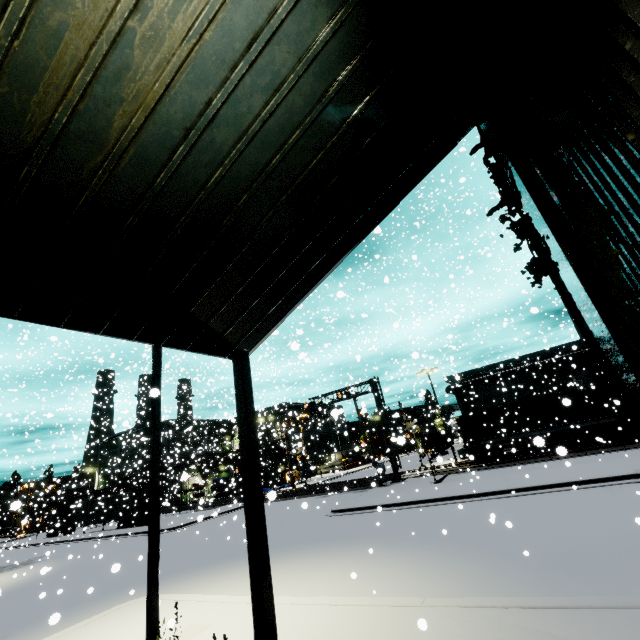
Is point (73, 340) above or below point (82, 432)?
above

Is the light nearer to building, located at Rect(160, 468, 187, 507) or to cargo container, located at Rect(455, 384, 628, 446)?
building, located at Rect(160, 468, 187, 507)

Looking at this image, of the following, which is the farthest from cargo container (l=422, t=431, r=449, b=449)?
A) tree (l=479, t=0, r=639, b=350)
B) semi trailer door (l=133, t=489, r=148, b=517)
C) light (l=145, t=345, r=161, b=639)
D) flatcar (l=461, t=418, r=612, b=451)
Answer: light (l=145, t=345, r=161, b=639)

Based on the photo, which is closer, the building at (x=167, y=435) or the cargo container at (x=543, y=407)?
the cargo container at (x=543, y=407)

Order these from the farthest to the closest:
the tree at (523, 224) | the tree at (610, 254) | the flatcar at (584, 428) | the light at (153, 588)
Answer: the flatcar at (584, 428) → the light at (153, 588) → the tree at (523, 224) → the tree at (610, 254)

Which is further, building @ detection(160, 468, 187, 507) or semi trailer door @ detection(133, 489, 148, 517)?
semi trailer door @ detection(133, 489, 148, 517)

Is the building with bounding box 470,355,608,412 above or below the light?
above

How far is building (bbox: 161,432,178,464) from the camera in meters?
43.1 m
